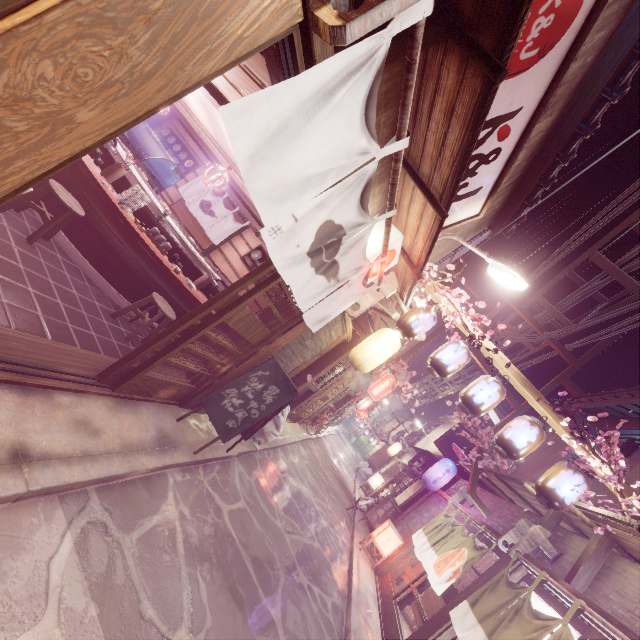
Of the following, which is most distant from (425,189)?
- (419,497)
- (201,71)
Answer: (419,497)

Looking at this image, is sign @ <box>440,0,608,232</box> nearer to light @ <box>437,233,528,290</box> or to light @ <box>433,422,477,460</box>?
light @ <box>437,233,528,290</box>

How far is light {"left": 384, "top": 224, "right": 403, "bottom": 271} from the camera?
7.29m

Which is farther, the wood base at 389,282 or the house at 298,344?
the house at 298,344

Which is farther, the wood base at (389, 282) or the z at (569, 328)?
the z at (569, 328)

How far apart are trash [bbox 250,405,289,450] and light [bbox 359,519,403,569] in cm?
855

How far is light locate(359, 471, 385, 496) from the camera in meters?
32.5 m

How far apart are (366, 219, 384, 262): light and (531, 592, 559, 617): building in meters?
10.5
